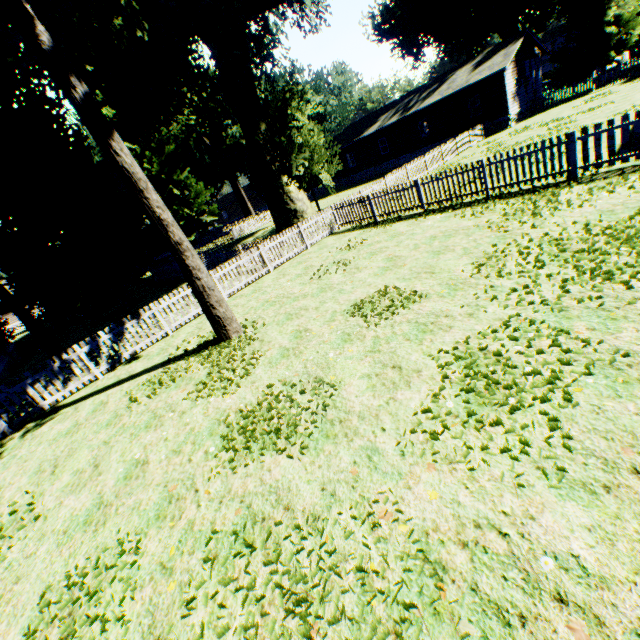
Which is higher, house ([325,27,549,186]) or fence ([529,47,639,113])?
house ([325,27,549,186])

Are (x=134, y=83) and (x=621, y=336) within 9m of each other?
no

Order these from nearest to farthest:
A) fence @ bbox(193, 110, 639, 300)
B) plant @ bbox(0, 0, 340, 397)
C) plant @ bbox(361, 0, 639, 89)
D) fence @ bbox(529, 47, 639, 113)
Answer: plant @ bbox(0, 0, 340, 397) → fence @ bbox(193, 110, 639, 300) → fence @ bbox(529, 47, 639, 113) → plant @ bbox(361, 0, 639, 89)

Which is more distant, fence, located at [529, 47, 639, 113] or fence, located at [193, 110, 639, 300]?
fence, located at [529, 47, 639, 113]

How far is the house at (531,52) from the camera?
27.12m

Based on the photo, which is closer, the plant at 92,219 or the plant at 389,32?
the plant at 92,219

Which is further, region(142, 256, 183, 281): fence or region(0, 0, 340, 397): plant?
region(142, 256, 183, 281): fence

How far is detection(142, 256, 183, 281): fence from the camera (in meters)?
25.61
